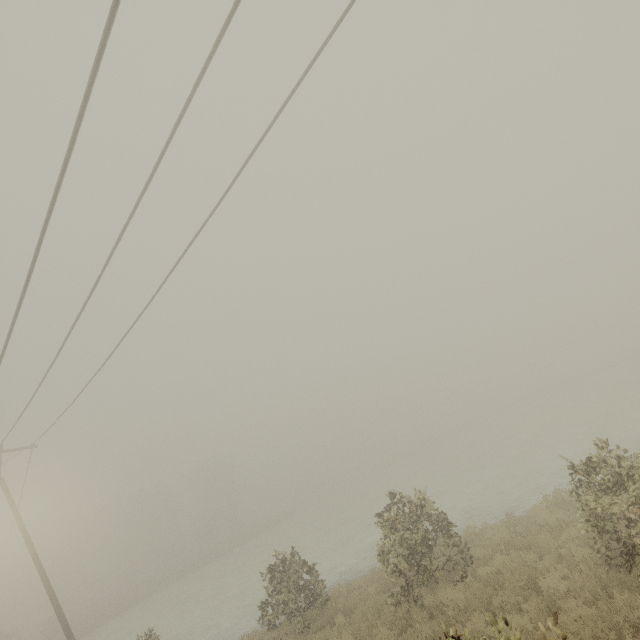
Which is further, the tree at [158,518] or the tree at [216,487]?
the tree at [158,518]

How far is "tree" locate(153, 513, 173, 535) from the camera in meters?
58.8

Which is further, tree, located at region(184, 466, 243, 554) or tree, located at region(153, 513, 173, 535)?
tree, located at region(153, 513, 173, 535)

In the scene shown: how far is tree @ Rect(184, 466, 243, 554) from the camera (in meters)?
53.66

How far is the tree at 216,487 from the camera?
53.66m

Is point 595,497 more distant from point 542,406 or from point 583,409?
point 542,406
